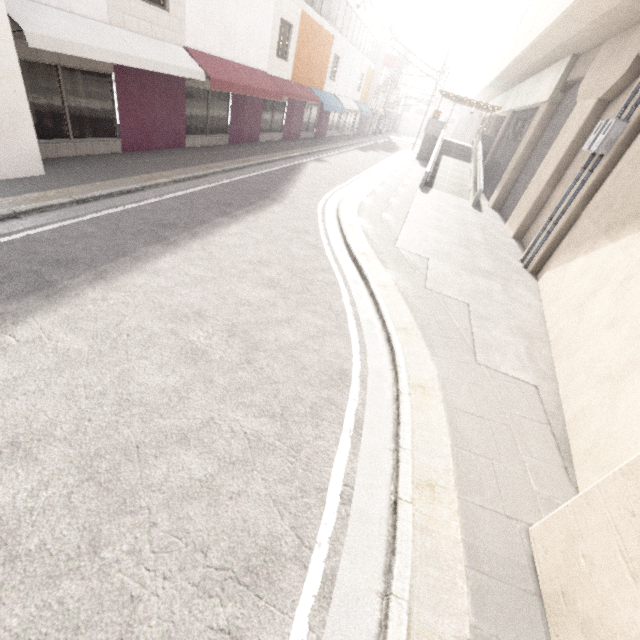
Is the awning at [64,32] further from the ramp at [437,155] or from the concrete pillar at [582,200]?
the concrete pillar at [582,200]

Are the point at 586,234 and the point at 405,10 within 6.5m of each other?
no

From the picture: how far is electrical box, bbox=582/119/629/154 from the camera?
8.0 meters

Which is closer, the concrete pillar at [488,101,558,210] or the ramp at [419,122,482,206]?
the concrete pillar at [488,101,558,210]

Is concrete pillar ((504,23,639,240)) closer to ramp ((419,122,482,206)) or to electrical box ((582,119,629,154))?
electrical box ((582,119,629,154))

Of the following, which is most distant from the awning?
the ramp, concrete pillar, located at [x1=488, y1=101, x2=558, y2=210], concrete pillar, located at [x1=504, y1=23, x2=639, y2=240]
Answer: concrete pillar, located at [x1=488, y1=101, x2=558, y2=210]

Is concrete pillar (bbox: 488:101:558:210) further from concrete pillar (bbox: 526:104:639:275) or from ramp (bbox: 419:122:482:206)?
ramp (bbox: 419:122:482:206)

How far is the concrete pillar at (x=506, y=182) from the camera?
15.7 meters
